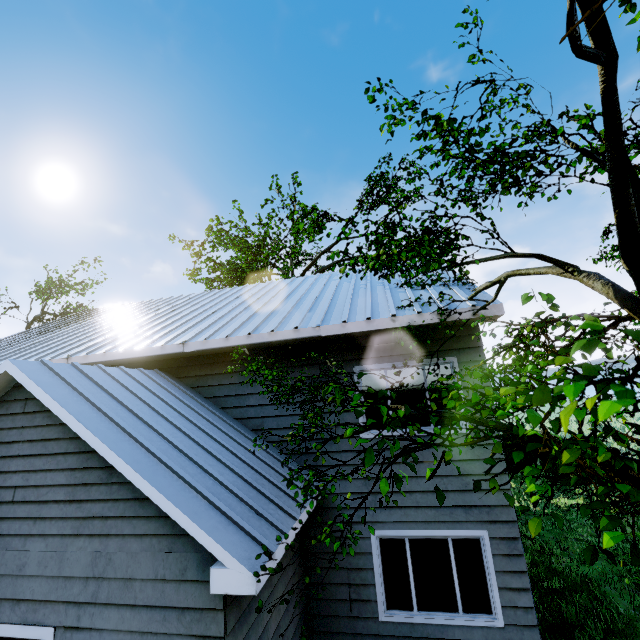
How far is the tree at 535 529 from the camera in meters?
1.2 m

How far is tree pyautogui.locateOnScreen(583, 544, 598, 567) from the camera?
1.1 meters

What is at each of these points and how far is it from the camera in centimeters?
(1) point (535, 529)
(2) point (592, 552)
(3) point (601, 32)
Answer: (1) tree, 121cm
(2) tree, 116cm
(3) tree, 196cm

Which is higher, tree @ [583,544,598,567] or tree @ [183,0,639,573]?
tree @ [183,0,639,573]
